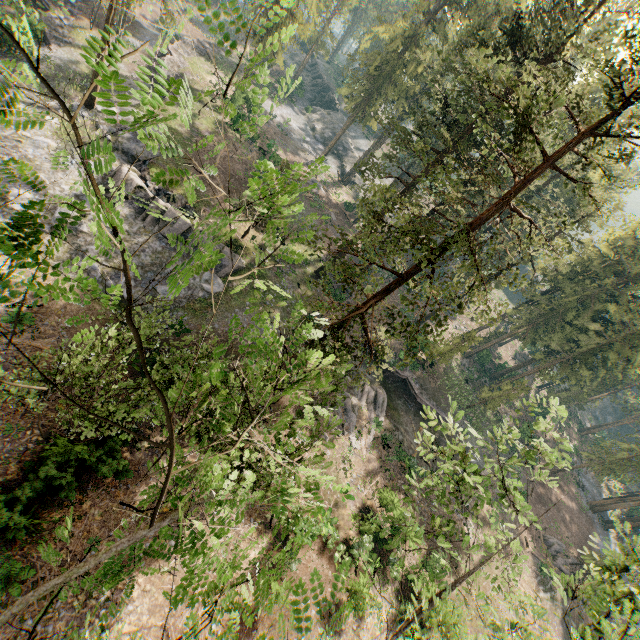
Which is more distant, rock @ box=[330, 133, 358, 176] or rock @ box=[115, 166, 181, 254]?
rock @ box=[330, 133, 358, 176]

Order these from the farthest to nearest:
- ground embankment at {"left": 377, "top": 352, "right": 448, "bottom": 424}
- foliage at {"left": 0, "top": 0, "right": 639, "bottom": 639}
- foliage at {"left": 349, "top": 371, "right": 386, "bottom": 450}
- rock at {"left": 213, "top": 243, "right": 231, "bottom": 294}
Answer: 1. ground embankment at {"left": 377, "top": 352, "right": 448, "bottom": 424}
2. rock at {"left": 213, "top": 243, "right": 231, "bottom": 294}
3. foliage at {"left": 349, "top": 371, "right": 386, "bottom": 450}
4. foliage at {"left": 0, "top": 0, "right": 639, "bottom": 639}

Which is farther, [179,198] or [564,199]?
[564,199]

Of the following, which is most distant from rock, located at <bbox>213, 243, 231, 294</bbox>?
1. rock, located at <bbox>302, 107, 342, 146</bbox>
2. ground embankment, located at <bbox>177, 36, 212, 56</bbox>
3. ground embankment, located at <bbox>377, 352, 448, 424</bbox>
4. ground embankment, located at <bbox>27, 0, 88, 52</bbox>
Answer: rock, located at <bbox>302, 107, 342, 146</bbox>

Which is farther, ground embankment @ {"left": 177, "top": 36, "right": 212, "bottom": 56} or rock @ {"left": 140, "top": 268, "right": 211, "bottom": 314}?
ground embankment @ {"left": 177, "top": 36, "right": 212, "bottom": 56}

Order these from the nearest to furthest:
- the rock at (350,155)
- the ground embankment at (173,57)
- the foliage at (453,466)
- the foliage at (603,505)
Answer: the foliage at (453,466) < the ground embankment at (173,57) < the foliage at (603,505) < the rock at (350,155)

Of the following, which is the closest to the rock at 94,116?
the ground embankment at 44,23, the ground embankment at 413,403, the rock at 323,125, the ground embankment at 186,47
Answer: the ground embankment at 186,47

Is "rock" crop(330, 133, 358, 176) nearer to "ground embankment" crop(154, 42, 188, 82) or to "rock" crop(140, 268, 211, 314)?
"ground embankment" crop(154, 42, 188, 82)
